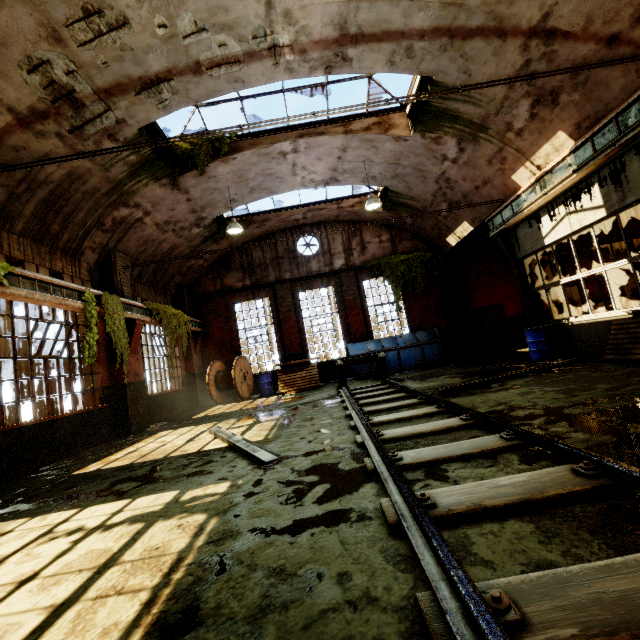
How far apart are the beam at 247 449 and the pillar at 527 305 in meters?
9.4

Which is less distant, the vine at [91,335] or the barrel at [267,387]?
the vine at [91,335]

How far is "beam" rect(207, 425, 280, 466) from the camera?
4.2m

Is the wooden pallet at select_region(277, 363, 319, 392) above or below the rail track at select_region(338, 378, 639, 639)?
above

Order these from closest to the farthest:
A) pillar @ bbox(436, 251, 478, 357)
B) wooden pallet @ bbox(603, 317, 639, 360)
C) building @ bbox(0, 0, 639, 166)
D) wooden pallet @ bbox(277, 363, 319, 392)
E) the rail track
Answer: the rail track < building @ bbox(0, 0, 639, 166) < wooden pallet @ bbox(603, 317, 639, 360) < wooden pallet @ bbox(277, 363, 319, 392) < pillar @ bbox(436, 251, 478, 357)

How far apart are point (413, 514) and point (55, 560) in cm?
290

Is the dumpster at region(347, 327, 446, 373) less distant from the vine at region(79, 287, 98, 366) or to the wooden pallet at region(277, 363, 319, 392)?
the wooden pallet at region(277, 363, 319, 392)

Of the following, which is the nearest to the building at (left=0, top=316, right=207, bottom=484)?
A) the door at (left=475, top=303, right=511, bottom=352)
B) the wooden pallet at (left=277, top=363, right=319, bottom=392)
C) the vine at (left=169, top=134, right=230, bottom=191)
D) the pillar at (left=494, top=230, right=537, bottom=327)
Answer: the vine at (left=169, top=134, right=230, bottom=191)
